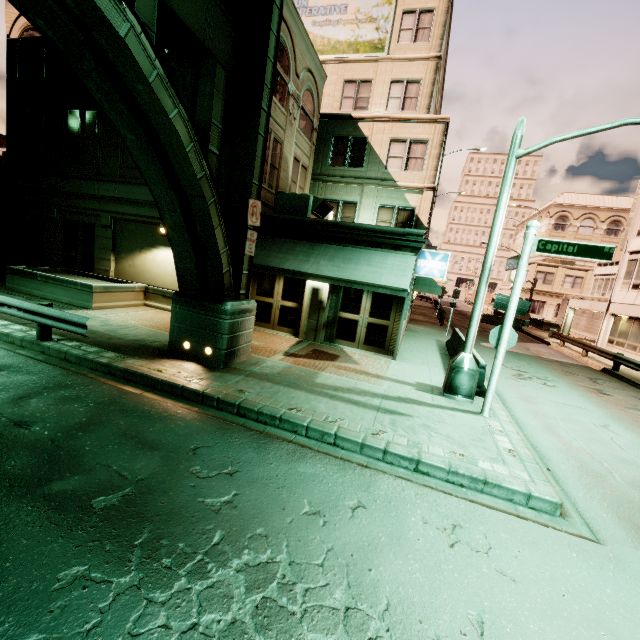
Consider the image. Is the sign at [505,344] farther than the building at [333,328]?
No

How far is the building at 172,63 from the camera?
13.0 meters

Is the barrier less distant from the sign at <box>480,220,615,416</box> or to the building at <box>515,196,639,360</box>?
the sign at <box>480,220,615,416</box>

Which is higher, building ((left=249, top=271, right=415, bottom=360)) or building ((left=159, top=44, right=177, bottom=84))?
building ((left=159, top=44, right=177, bottom=84))

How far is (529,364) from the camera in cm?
1614

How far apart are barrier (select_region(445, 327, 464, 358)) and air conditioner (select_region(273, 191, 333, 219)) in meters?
7.8

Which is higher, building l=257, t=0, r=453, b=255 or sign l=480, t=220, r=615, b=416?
building l=257, t=0, r=453, b=255

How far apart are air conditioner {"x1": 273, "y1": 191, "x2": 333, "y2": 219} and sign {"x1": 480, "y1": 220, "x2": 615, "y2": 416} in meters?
7.4
